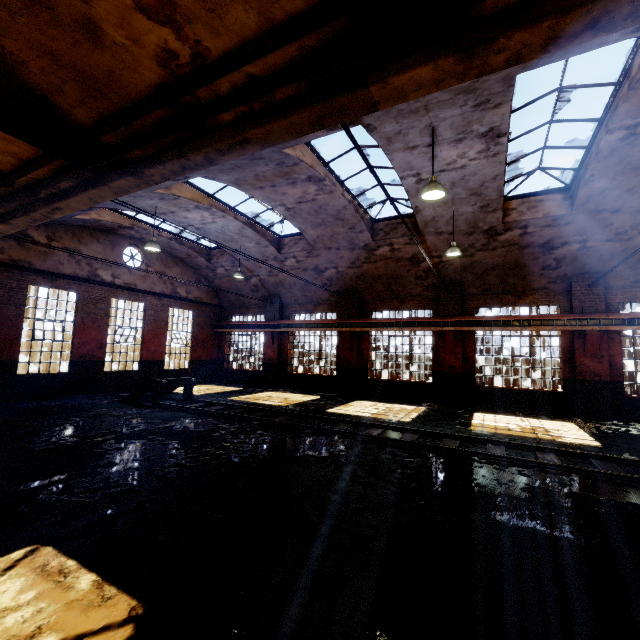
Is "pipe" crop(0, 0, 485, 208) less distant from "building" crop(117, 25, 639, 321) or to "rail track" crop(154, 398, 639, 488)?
"building" crop(117, 25, 639, 321)

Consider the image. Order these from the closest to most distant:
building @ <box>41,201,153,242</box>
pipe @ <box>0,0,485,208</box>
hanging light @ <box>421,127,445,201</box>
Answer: pipe @ <box>0,0,485,208</box>
hanging light @ <box>421,127,445,201</box>
building @ <box>41,201,153,242</box>

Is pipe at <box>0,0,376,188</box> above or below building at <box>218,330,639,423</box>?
above

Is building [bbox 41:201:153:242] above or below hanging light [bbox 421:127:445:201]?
above

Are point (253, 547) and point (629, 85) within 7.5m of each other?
no

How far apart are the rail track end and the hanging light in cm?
1063

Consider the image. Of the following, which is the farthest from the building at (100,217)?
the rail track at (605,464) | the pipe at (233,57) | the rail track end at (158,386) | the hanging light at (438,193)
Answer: the rail track end at (158,386)

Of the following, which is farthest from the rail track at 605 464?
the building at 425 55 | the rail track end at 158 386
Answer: the building at 425 55
